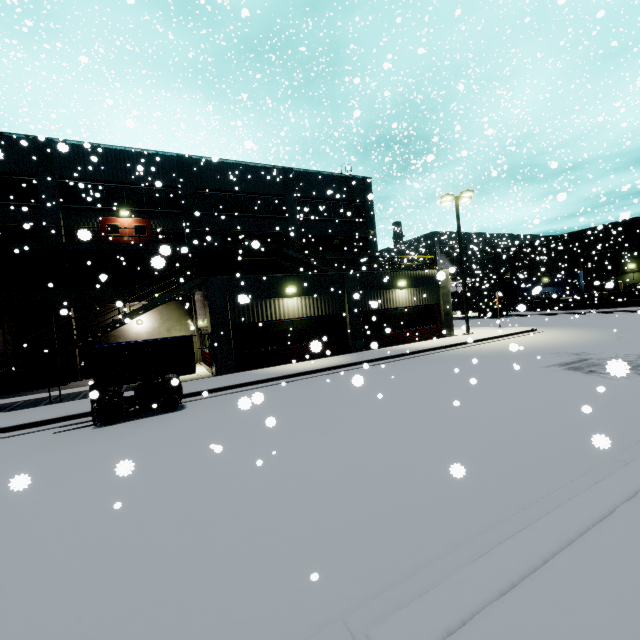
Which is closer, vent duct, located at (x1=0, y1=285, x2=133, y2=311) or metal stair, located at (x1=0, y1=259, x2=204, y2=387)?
metal stair, located at (x1=0, y1=259, x2=204, y2=387)

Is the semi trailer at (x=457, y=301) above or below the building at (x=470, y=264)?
below

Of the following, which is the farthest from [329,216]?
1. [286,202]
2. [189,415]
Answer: [189,415]

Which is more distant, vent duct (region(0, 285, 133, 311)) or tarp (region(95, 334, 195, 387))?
vent duct (region(0, 285, 133, 311))

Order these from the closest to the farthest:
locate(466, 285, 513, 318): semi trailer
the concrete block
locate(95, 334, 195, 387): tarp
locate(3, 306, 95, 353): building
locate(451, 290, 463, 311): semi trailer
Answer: locate(95, 334, 195, 387): tarp → locate(3, 306, 95, 353): building → the concrete block → locate(466, 285, 513, 318): semi trailer → locate(451, 290, 463, 311): semi trailer

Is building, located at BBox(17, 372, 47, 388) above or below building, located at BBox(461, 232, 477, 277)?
below

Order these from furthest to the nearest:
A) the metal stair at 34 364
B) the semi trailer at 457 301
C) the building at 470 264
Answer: the building at 470 264, the semi trailer at 457 301, the metal stair at 34 364

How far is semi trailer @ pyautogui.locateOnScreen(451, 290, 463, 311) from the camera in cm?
4422
